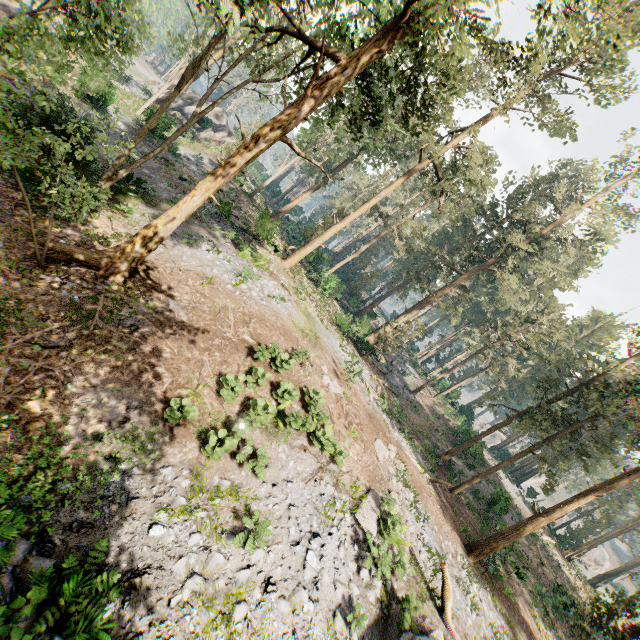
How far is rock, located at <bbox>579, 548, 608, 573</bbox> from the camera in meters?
57.6

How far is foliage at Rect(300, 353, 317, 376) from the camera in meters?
14.5 m

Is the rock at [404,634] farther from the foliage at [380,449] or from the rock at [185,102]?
the rock at [185,102]

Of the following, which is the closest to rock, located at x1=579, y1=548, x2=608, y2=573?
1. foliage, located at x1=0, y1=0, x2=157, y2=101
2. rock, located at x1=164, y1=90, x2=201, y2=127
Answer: foliage, located at x1=0, y1=0, x2=157, y2=101

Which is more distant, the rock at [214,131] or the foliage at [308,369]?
the rock at [214,131]

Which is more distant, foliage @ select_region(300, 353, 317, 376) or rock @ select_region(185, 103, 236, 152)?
rock @ select_region(185, 103, 236, 152)

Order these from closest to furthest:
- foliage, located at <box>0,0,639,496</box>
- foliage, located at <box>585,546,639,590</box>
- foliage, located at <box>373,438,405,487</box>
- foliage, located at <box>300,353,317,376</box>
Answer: foliage, located at <box>0,0,639,496</box>
foliage, located at <box>300,353,317,376</box>
foliage, located at <box>373,438,405,487</box>
foliage, located at <box>585,546,639,590</box>

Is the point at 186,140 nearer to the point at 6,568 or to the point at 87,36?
the point at 87,36
